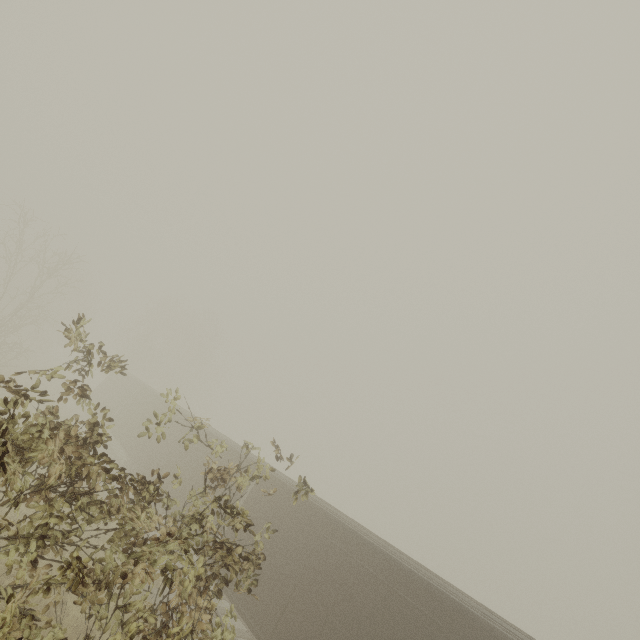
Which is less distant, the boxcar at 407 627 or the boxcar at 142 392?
the boxcar at 407 627

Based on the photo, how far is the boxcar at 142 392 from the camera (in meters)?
15.11

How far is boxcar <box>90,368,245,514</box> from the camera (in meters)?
15.11

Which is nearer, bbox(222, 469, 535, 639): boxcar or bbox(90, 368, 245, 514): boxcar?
bbox(222, 469, 535, 639): boxcar

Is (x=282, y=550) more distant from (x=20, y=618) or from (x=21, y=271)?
(x=21, y=271)
